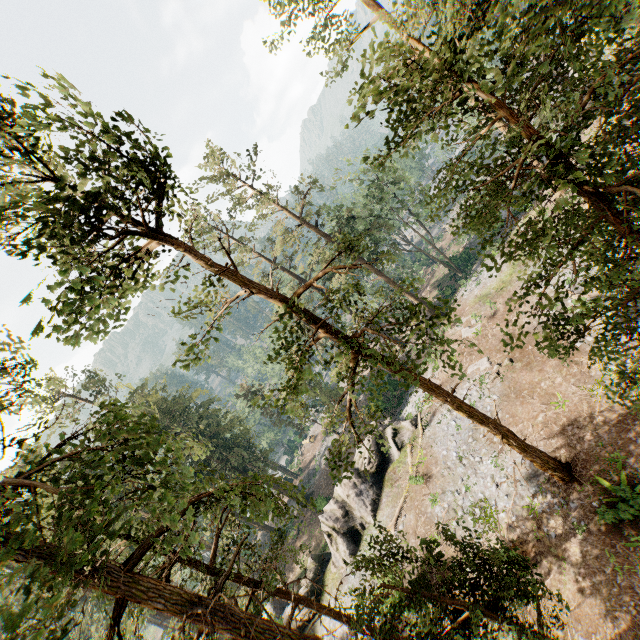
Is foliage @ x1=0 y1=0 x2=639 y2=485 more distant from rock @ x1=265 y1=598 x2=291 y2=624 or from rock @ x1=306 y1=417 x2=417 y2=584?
rock @ x1=265 y1=598 x2=291 y2=624

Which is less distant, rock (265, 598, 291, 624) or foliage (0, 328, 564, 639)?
foliage (0, 328, 564, 639)

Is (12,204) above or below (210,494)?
above

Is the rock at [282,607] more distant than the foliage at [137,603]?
Yes

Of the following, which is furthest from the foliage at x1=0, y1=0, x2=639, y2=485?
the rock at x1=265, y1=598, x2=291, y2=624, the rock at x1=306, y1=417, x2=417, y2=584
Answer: the rock at x1=265, y1=598, x2=291, y2=624

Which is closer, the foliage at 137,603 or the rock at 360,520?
the foliage at 137,603
